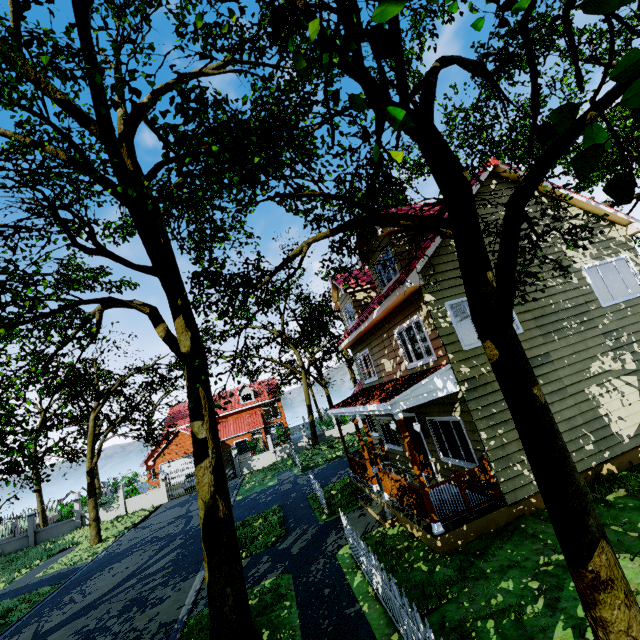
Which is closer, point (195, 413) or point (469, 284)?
point (469, 284)

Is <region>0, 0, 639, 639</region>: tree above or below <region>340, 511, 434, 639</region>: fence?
above

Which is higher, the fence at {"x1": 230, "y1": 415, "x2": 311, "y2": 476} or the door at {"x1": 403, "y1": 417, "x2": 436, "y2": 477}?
the door at {"x1": 403, "y1": 417, "x2": 436, "y2": 477}

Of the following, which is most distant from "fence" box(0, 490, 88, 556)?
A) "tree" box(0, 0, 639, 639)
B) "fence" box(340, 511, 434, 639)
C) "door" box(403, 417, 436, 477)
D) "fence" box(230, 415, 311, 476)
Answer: "door" box(403, 417, 436, 477)

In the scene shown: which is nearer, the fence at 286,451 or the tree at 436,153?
the tree at 436,153

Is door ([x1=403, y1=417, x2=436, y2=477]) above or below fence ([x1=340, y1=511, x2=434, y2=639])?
above

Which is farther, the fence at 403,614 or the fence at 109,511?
the fence at 109,511
